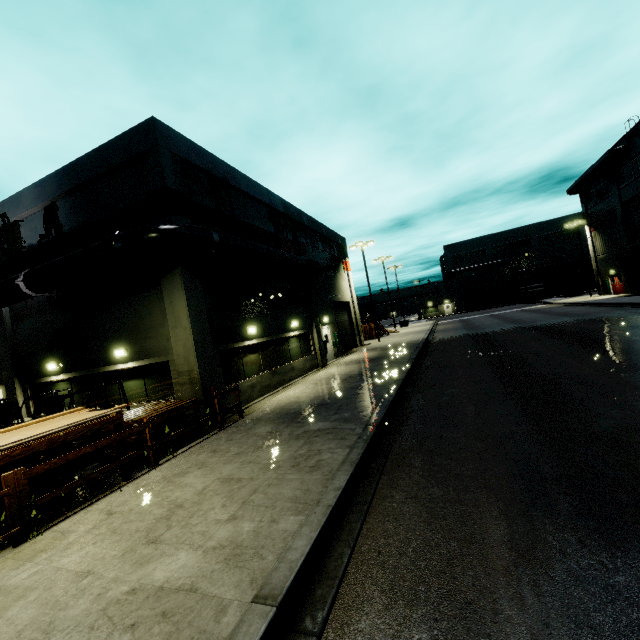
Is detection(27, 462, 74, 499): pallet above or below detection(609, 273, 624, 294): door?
below

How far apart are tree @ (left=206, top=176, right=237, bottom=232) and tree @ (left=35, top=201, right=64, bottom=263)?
5.8 meters

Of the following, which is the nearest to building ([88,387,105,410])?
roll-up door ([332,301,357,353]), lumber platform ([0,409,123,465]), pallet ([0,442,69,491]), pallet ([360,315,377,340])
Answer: roll-up door ([332,301,357,353])

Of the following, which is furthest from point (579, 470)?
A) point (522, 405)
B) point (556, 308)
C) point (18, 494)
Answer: point (556, 308)

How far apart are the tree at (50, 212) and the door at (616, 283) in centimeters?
4859cm

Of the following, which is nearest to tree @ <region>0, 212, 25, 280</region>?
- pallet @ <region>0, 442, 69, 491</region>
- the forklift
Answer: the forklift

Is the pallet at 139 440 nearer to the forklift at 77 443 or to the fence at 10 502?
the fence at 10 502

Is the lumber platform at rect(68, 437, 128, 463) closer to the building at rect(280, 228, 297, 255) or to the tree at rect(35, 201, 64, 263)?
Answer: the building at rect(280, 228, 297, 255)
